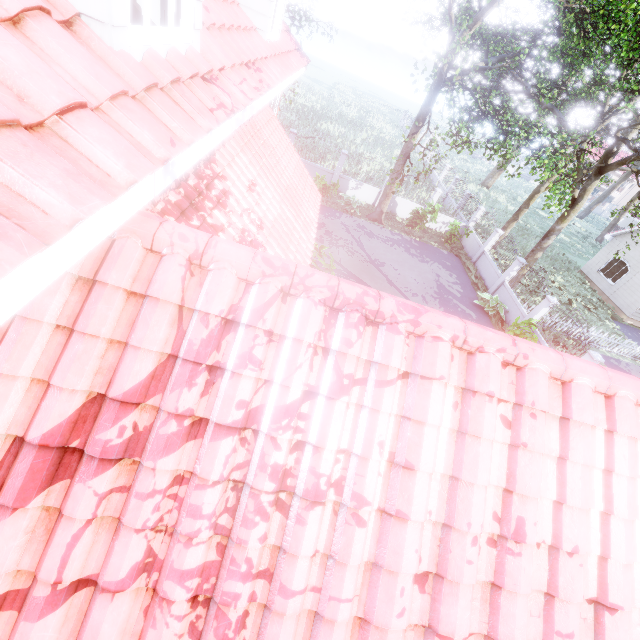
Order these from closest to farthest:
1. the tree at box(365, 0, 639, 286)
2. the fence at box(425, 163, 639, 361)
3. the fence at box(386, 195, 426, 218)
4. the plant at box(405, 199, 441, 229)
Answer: the tree at box(365, 0, 639, 286)
the fence at box(425, 163, 639, 361)
the plant at box(405, 199, 441, 229)
the fence at box(386, 195, 426, 218)

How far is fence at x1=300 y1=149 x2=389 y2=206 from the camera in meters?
20.2 m

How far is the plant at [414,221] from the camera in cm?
1887

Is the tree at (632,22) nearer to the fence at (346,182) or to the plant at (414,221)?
the fence at (346,182)

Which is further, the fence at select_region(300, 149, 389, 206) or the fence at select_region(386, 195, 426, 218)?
the fence at select_region(386, 195, 426, 218)

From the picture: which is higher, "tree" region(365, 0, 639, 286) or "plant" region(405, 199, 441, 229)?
"tree" region(365, 0, 639, 286)

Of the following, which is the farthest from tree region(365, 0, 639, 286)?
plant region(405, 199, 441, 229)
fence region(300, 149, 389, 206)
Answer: plant region(405, 199, 441, 229)

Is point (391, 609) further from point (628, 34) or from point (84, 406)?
point (628, 34)
